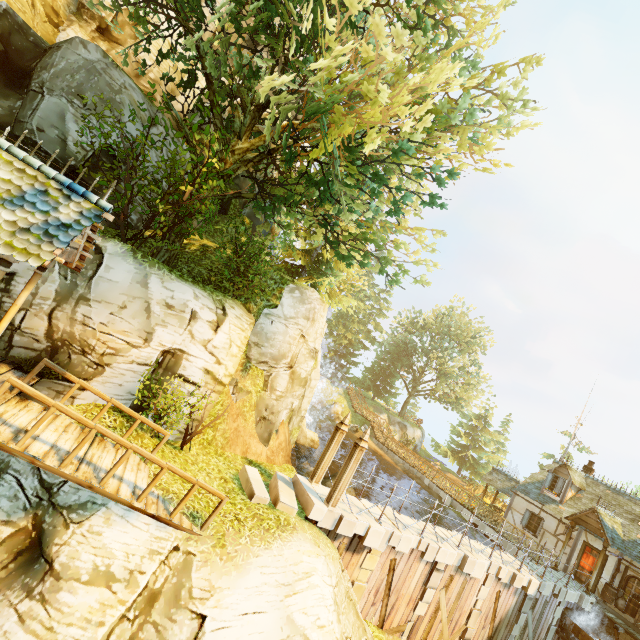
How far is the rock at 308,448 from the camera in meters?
19.6 m

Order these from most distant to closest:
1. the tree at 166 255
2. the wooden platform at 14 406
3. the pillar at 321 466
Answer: the tree at 166 255, the pillar at 321 466, the wooden platform at 14 406

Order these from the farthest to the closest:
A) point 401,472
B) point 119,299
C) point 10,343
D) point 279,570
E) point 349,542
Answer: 1. point 401,472
2. point 349,542
3. point 119,299
4. point 10,343
5. point 279,570

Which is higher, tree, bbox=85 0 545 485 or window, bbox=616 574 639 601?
tree, bbox=85 0 545 485

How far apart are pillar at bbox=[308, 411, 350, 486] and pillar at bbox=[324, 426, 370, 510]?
0.96m

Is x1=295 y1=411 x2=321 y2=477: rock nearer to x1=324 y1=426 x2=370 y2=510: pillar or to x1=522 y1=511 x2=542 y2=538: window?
x1=522 y1=511 x2=542 y2=538: window

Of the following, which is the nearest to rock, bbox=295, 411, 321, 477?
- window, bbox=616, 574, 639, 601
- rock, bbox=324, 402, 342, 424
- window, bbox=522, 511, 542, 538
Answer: rock, bbox=324, 402, 342, 424

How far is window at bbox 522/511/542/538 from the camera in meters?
21.4 m
